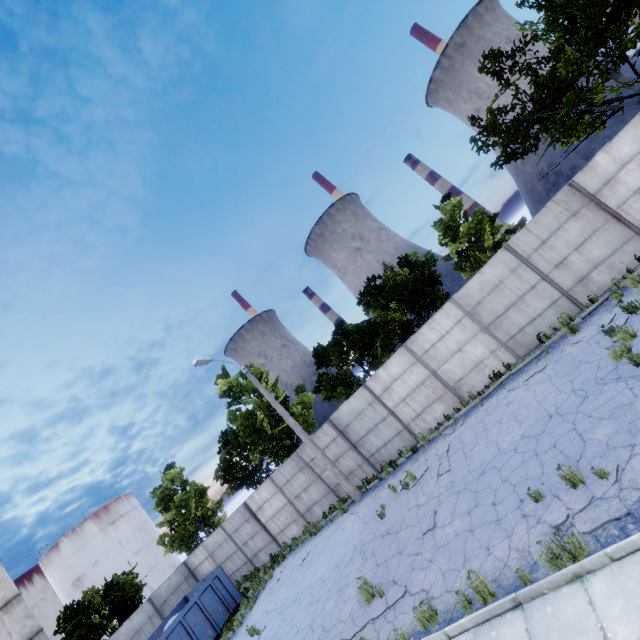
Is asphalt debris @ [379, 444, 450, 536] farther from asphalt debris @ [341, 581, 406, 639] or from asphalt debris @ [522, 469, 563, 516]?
asphalt debris @ [522, 469, 563, 516]

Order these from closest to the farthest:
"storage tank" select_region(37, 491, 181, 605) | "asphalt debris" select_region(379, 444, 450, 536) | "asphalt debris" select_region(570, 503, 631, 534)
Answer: "asphalt debris" select_region(570, 503, 631, 534) → "asphalt debris" select_region(379, 444, 450, 536) → "storage tank" select_region(37, 491, 181, 605)

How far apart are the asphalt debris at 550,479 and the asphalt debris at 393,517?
4.00m

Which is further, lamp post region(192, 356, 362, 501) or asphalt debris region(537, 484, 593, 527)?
lamp post region(192, 356, 362, 501)

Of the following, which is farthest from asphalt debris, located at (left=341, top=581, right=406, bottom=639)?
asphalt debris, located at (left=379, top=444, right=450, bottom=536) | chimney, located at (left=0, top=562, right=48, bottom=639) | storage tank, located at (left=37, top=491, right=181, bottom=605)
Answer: storage tank, located at (left=37, top=491, right=181, bottom=605)

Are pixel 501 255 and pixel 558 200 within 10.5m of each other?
yes

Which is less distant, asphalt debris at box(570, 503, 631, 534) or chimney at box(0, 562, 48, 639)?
asphalt debris at box(570, 503, 631, 534)

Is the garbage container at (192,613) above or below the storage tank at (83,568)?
below
